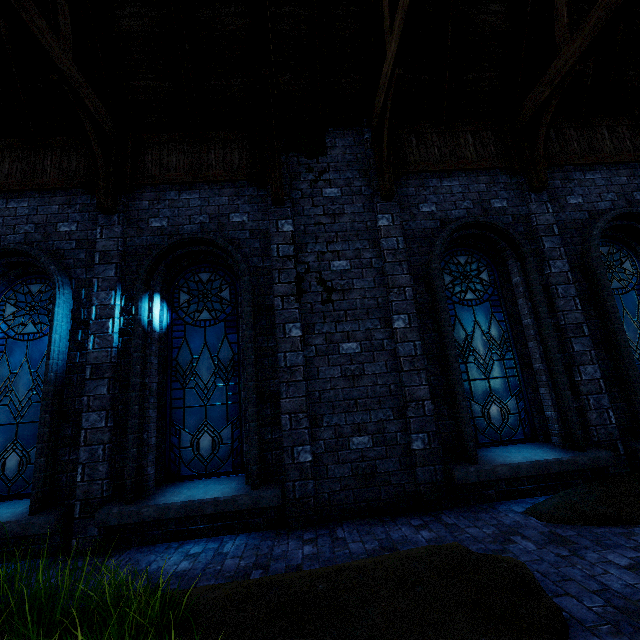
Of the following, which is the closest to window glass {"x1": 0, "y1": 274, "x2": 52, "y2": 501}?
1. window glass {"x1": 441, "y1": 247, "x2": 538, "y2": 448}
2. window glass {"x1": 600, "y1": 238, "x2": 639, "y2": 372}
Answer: window glass {"x1": 441, "y1": 247, "x2": 538, "y2": 448}

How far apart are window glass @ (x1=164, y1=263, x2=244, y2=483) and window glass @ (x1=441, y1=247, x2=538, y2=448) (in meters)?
3.51

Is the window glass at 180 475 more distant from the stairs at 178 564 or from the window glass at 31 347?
the window glass at 31 347

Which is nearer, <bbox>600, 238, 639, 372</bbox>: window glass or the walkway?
the walkway

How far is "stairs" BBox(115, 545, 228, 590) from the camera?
3.4 meters

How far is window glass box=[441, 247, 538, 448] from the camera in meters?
5.6 m

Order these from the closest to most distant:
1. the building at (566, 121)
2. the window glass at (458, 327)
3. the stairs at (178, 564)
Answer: the stairs at (178, 564) < the building at (566, 121) < the window glass at (458, 327)

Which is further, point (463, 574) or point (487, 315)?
point (487, 315)
